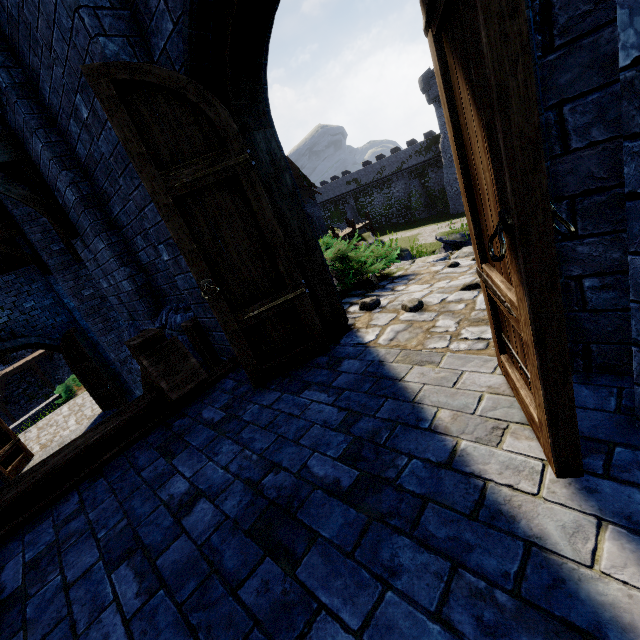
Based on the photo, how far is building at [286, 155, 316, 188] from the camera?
31.7 meters

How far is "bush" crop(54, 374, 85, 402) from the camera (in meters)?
17.95

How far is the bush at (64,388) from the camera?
18.0m

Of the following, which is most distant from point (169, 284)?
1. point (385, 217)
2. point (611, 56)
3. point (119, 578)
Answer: point (385, 217)

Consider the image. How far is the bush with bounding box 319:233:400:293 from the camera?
4.7 meters

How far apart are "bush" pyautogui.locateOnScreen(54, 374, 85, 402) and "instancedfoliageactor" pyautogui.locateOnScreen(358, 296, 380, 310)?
20.06m

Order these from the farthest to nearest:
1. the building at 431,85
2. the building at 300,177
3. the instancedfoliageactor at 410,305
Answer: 1. the building at 431,85
2. the building at 300,177
3. the instancedfoliageactor at 410,305

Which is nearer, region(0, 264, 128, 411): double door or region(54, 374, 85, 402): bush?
region(0, 264, 128, 411): double door
